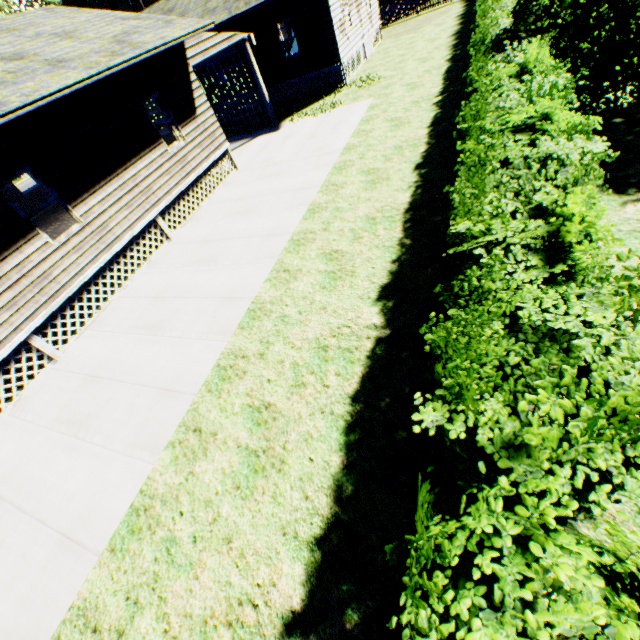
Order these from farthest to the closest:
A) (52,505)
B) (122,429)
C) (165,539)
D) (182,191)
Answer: (182,191), (122,429), (52,505), (165,539)

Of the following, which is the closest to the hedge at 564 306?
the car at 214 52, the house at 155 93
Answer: Answer: the house at 155 93

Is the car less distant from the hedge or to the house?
the house

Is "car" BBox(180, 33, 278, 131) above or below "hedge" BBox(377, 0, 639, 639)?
above

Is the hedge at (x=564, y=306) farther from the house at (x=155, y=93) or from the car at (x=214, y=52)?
the car at (x=214, y=52)

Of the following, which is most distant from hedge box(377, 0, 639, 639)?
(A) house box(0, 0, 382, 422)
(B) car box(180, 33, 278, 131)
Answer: (B) car box(180, 33, 278, 131)

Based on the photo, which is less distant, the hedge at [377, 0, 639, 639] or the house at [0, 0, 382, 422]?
the hedge at [377, 0, 639, 639]
